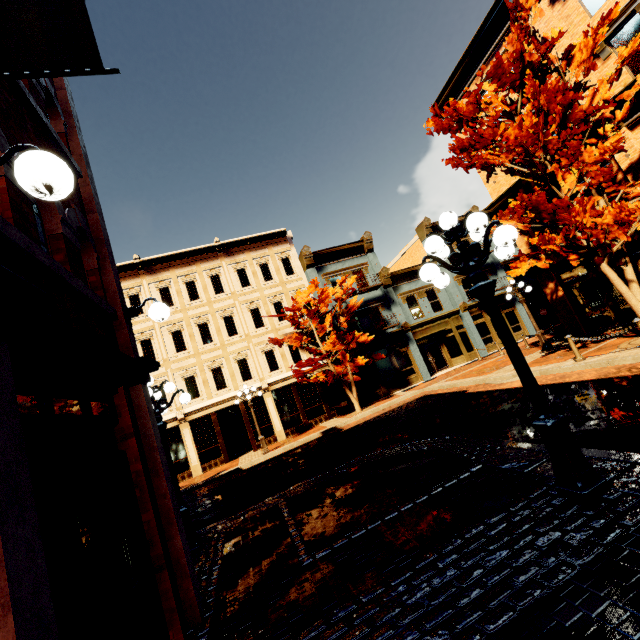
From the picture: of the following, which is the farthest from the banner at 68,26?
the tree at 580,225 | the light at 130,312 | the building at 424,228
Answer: the building at 424,228

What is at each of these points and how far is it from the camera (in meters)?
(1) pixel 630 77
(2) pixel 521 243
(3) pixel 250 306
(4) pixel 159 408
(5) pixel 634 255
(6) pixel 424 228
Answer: (1) building, 11.45
(2) building, 16.66
(3) building, 21.36
(4) light, 6.93
(5) building, 12.69
(6) building, 25.12

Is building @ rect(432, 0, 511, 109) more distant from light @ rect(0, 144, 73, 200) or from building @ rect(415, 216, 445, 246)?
building @ rect(415, 216, 445, 246)

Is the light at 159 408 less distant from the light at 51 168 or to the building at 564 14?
the building at 564 14

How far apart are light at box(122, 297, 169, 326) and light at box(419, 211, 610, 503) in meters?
3.8 m

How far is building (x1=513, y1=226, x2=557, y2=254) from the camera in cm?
1555

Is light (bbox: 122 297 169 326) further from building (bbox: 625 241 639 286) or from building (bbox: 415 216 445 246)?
building (bbox: 415 216 445 246)

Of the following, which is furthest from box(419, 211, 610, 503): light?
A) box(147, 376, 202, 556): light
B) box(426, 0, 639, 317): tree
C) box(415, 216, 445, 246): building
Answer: box(415, 216, 445, 246): building
